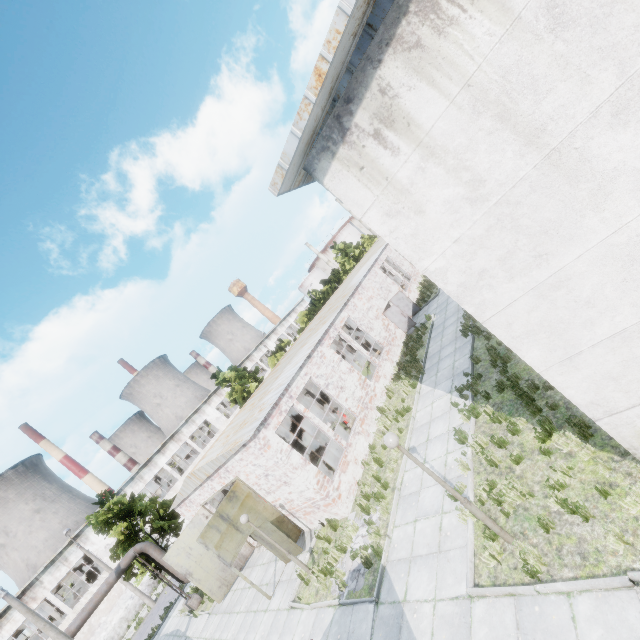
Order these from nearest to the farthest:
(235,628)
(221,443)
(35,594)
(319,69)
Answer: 1. (319,69)
2. (235,628)
3. (221,443)
4. (35,594)

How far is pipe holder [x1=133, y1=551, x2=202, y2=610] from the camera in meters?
19.3

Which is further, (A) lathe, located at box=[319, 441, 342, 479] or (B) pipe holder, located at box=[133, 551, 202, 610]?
(B) pipe holder, located at box=[133, 551, 202, 610]

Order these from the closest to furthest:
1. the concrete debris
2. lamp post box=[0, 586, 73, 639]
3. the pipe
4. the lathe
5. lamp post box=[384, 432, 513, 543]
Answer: lamp post box=[384, 432, 513, 543] → the concrete debris → lamp post box=[0, 586, 73, 639] → the lathe → the pipe

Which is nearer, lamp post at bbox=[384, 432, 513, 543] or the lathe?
lamp post at bbox=[384, 432, 513, 543]

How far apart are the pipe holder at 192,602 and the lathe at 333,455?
13.09m

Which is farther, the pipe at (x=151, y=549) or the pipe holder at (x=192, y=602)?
the pipe holder at (x=192, y=602)

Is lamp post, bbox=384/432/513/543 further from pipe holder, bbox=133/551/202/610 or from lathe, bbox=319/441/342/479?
pipe holder, bbox=133/551/202/610
